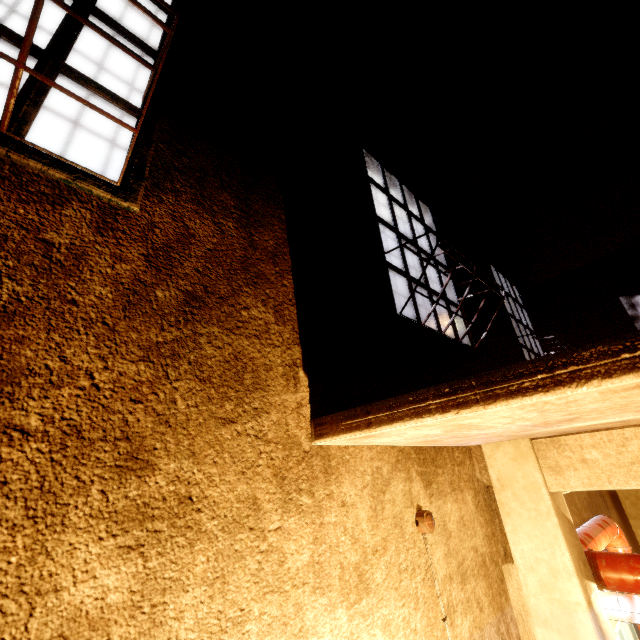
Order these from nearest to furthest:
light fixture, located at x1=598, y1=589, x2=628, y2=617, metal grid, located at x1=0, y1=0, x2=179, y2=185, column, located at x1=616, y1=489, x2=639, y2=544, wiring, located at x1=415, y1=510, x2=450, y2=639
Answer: metal grid, located at x1=0, y1=0, x2=179, y2=185 < wiring, located at x1=415, y1=510, x2=450, y2=639 < light fixture, located at x1=598, y1=589, x2=628, y2=617 < column, located at x1=616, y1=489, x2=639, y2=544

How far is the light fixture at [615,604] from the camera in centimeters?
248cm

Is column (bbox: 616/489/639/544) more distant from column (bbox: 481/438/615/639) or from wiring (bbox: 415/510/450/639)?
wiring (bbox: 415/510/450/639)

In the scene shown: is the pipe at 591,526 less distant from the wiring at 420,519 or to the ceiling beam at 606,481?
the ceiling beam at 606,481

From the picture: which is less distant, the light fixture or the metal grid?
the metal grid

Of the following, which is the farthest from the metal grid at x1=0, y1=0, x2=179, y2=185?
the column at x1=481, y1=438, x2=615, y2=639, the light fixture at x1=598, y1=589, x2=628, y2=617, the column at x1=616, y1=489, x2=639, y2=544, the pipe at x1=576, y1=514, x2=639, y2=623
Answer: the column at x1=616, y1=489, x2=639, y2=544

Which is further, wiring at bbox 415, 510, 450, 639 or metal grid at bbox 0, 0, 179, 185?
wiring at bbox 415, 510, 450, 639

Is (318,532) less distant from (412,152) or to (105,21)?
(105,21)
